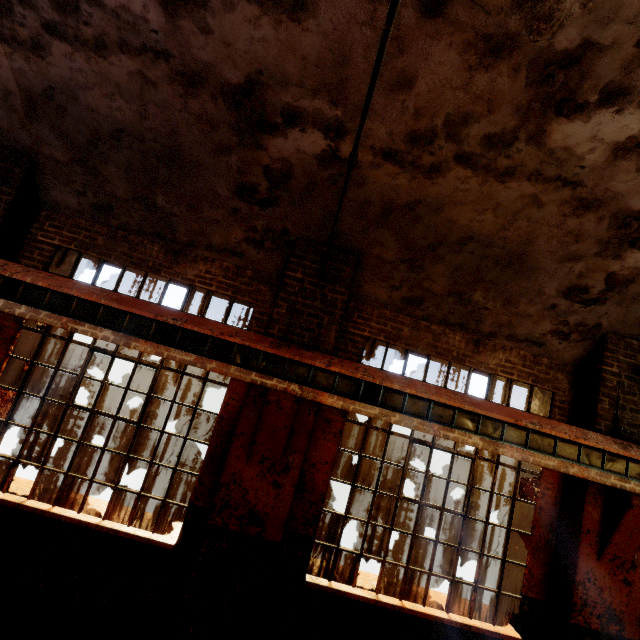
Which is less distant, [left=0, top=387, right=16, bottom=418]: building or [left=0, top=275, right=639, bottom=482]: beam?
[left=0, top=275, right=639, bottom=482]: beam

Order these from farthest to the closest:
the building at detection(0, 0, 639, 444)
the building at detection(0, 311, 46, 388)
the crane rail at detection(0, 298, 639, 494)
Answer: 1. the building at detection(0, 311, 46, 388)
2. the crane rail at detection(0, 298, 639, 494)
3. the building at detection(0, 0, 639, 444)

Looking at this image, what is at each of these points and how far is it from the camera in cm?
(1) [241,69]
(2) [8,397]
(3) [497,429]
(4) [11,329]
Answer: (1) building, 361
(2) building, 486
(3) beam, 435
(4) building, 468

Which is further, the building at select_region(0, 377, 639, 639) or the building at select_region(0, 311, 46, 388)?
the building at select_region(0, 311, 46, 388)

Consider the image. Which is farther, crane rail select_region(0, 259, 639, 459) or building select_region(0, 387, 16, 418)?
building select_region(0, 387, 16, 418)

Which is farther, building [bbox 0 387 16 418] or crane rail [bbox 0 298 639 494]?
building [bbox 0 387 16 418]

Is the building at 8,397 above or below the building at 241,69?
below

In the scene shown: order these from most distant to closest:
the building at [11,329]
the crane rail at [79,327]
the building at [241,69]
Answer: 1. the building at [11,329]
2. the crane rail at [79,327]
3. the building at [241,69]
